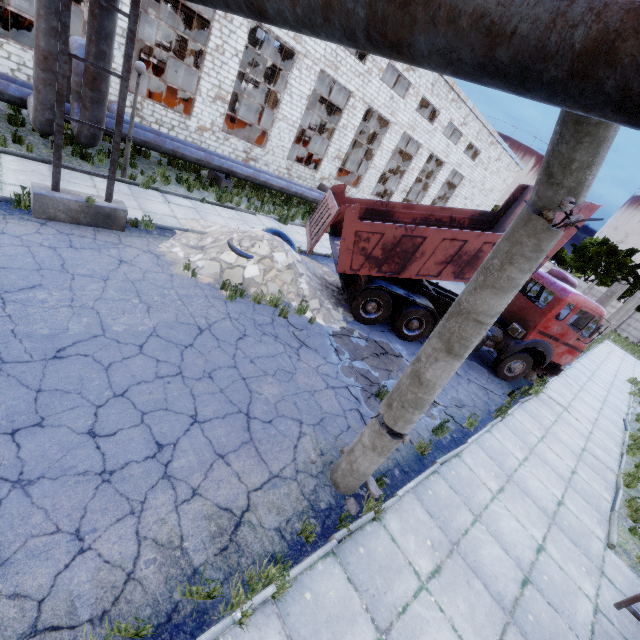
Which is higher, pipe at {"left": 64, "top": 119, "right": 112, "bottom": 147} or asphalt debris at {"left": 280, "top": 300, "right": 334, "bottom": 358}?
pipe at {"left": 64, "top": 119, "right": 112, "bottom": 147}

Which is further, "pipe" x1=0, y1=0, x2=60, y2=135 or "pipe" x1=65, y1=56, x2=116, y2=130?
"pipe" x1=65, y1=56, x2=116, y2=130

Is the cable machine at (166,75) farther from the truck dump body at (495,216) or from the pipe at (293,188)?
the truck dump body at (495,216)

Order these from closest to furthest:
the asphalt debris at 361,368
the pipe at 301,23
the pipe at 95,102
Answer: the pipe at 301,23 < the asphalt debris at 361,368 < the pipe at 95,102

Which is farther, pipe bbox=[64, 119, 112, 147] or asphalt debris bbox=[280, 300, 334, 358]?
pipe bbox=[64, 119, 112, 147]

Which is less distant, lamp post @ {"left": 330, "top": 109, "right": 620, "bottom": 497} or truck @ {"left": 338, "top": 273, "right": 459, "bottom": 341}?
lamp post @ {"left": 330, "top": 109, "right": 620, "bottom": 497}

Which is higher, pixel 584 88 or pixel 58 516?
pixel 584 88

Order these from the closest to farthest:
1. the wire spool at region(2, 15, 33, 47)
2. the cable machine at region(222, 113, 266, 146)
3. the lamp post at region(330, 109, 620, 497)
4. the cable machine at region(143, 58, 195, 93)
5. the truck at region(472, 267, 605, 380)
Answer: the lamp post at region(330, 109, 620, 497) → the truck at region(472, 267, 605, 380) → the wire spool at region(2, 15, 33, 47) → the cable machine at region(222, 113, 266, 146) → the cable machine at region(143, 58, 195, 93)
